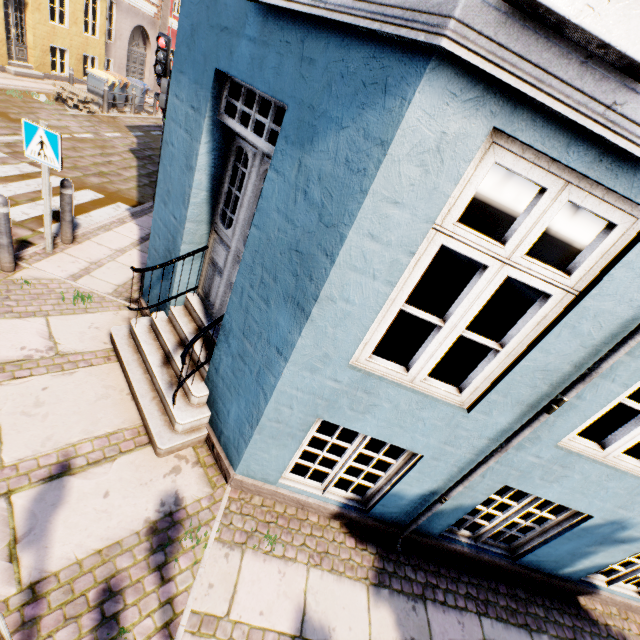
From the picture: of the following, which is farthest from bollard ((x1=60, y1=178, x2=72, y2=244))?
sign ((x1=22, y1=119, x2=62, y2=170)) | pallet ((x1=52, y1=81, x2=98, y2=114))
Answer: pallet ((x1=52, y1=81, x2=98, y2=114))

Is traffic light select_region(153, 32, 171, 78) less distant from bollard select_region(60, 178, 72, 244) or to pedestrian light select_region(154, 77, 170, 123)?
pedestrian light select_region(154, 77, 170, 123)

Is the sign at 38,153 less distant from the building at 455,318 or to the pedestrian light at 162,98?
the building at 455,318

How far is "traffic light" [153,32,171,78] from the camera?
6.54m

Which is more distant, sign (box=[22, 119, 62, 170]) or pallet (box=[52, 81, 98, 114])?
pallet (box=[52, 81, 98, 114])

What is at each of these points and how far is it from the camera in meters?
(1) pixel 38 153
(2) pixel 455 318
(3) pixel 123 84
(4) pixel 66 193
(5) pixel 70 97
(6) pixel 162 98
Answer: (1) sign, 4.5
(2) building, 2.3
(3) trash bin, 14.5
(4) bollard, 5.2
(5) pallet, 12.4
(6) pedestrian light, 6.8

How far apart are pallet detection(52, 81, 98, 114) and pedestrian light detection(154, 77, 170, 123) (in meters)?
8.19

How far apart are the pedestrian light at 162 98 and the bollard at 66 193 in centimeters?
299cm
